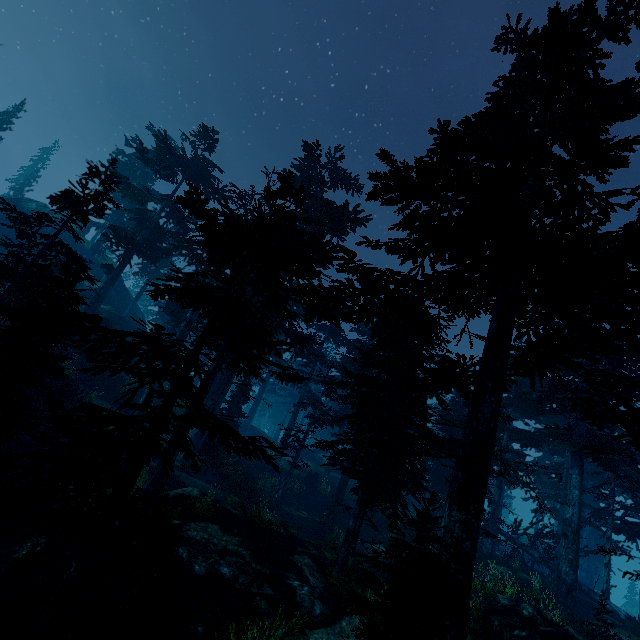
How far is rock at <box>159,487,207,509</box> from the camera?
13.4m

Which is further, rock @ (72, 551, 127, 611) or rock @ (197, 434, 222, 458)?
rock @ (197, 434, 222, 458)

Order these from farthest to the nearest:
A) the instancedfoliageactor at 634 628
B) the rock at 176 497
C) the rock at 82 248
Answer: the rock at 82 248 < the rock at 176 497 < the instancedfoliageactor at 634 628

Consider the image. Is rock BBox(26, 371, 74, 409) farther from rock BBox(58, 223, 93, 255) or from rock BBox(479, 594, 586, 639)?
rock BBox(479, 594, 586, 639)

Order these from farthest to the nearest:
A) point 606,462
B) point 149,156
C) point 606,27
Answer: point 149,156
point 606,462
point 606,27

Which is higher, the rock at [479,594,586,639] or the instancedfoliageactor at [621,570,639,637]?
the instancedfoliageactor at [621,570,639,637]

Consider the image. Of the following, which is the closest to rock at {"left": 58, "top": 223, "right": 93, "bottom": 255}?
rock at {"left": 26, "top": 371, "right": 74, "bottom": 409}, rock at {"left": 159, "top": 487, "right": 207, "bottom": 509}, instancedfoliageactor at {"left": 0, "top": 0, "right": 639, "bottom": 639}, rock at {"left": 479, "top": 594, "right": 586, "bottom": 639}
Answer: instancedfoliageactor at {"left": 0, "top": 0, "right": 639, "bottom": 639}

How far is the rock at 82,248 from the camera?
38.4m
